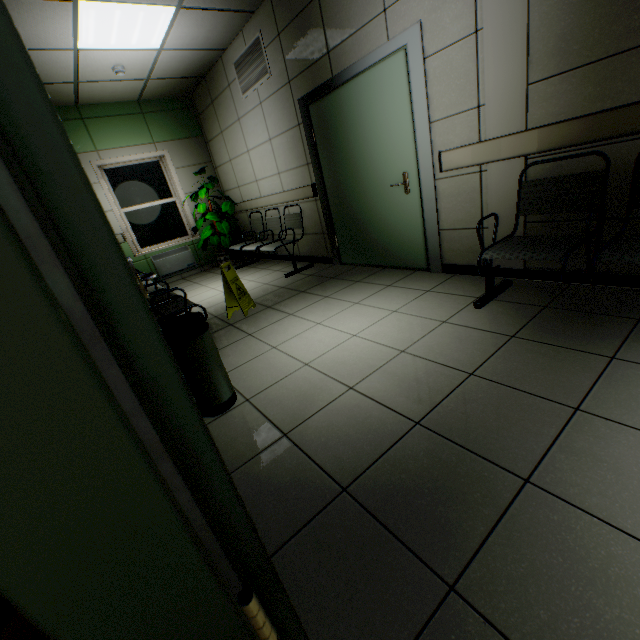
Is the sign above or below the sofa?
below

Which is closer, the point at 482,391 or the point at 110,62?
the point at 482,391

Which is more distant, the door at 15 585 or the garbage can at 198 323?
the garbage can at 198 323

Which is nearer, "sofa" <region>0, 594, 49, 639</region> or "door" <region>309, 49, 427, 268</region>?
"sofa" <region>0, 594, 49, 639</region>

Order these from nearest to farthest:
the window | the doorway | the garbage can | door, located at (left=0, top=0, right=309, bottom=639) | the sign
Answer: door, located at (left=0, top=0, right=309, bottom=639) < the garbage can < the doorway < the sign < the window

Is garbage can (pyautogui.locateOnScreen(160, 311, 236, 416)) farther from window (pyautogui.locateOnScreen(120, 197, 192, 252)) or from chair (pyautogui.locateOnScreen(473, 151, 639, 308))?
window (pyautogui.locateOnScreen(120, 197, 192, 252))

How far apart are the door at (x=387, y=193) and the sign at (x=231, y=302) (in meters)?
1.55

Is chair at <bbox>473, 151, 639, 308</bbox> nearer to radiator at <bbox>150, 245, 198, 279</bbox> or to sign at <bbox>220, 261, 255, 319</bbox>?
sign at <bbox>220, 261, 255, 319</bbox>
